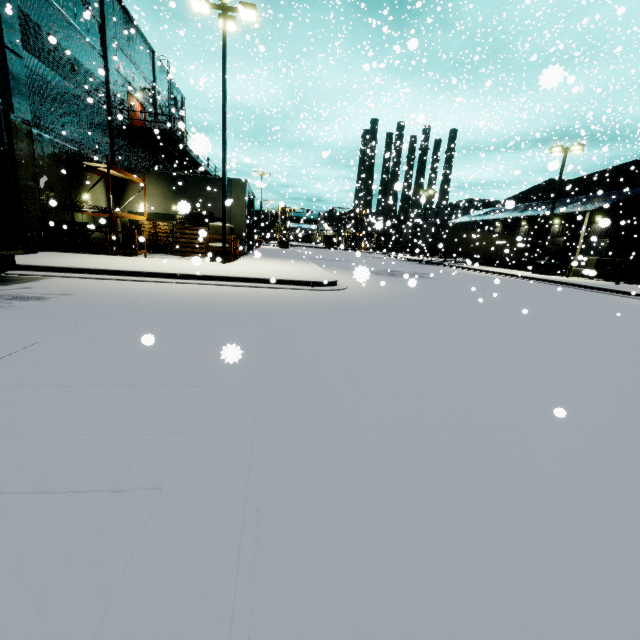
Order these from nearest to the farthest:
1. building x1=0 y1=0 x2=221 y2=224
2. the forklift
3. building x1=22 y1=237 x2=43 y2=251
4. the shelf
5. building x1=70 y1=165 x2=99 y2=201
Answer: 1. building x1=0 y1=0 x2=221 y2=224
2. building x1=22 y1=237 x2=43 y2=251
3. the shelf
4. building x1=70 y1=165 x2=99 y2=201
5. the forklift

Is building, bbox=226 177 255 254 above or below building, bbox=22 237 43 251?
above

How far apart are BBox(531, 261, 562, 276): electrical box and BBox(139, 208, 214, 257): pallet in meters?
25.3

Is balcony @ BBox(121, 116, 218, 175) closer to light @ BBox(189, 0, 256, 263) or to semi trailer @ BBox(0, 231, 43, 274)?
semi trailer @ BBox(0, 231, 43, 274)

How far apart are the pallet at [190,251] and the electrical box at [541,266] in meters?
25.3

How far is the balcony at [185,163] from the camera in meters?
21.0

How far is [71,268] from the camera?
9.7 meters

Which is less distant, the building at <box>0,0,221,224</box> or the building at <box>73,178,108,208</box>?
the building at <box>0,0,221,224</box>
